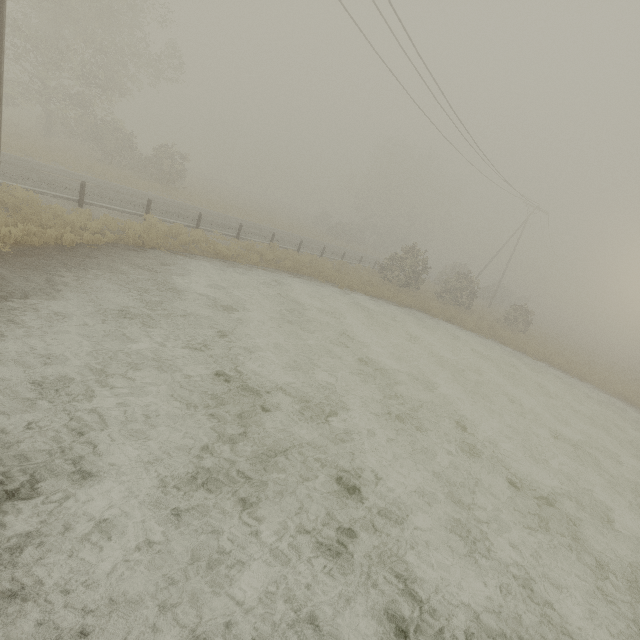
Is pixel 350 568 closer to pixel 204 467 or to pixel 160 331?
pixel 204 467
